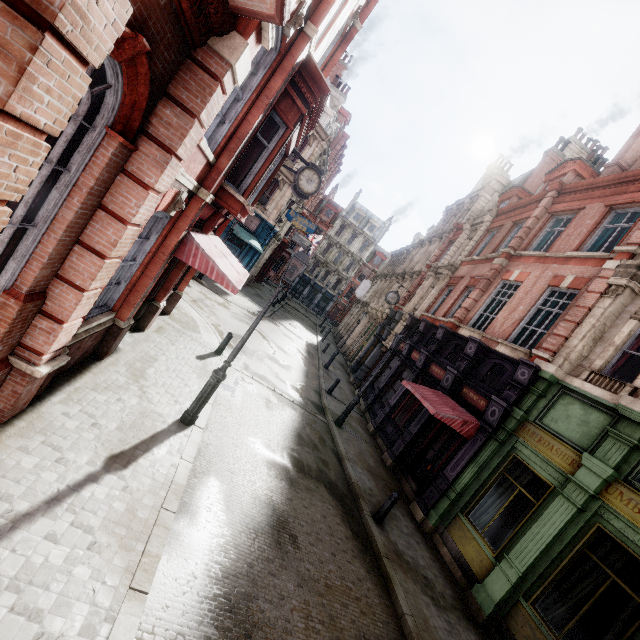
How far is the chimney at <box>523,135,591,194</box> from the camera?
23.8m

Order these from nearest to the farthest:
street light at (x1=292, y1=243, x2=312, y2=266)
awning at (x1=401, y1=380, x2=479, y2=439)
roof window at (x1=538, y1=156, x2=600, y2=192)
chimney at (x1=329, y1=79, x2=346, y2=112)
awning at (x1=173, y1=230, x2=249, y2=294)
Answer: street light at (x1=292, y1=243, x2=312, y2=266)
awning at (x1=173, y1=230, x2=249, y2=294)
awning at (x1=401, y1=380, x2=479, y2=439)
roof window at (x1=538, y1=156, x2=600, y2=192)
chimney at (x1=329, y1=79, x2=346, y2=112)

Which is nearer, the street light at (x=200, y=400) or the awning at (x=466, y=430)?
the street light at (x=200, y=400)

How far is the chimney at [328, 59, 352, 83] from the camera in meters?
31.1

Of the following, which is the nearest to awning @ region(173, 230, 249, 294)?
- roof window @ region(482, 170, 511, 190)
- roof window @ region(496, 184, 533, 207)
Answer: roof window @ region(496, 184, 533, 207)

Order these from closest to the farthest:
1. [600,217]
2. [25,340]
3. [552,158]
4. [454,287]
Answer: [25,340] → [600,217] → [454,287] → [552,158]

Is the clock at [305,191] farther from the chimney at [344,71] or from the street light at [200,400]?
the chimney at [344,71]

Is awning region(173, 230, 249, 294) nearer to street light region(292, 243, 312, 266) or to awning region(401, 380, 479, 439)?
street light region(292, 243, 312, 266)
